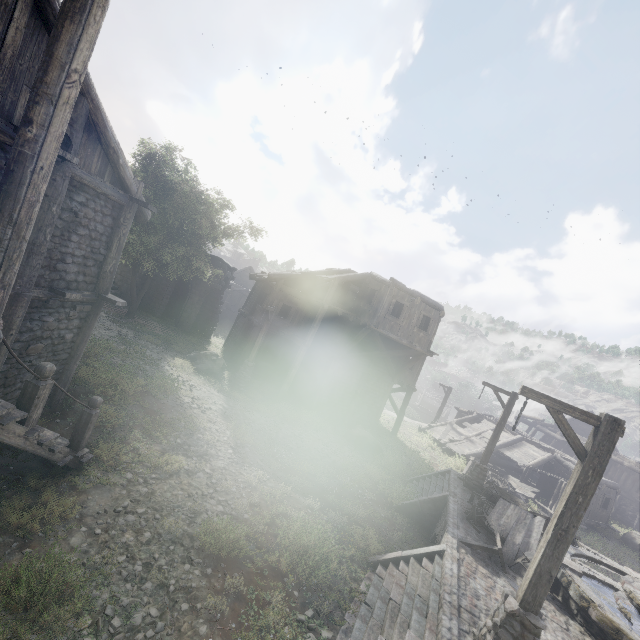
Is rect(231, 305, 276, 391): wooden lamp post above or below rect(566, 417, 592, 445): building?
below

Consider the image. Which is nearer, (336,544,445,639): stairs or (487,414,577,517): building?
(336,544,445,639): stairs

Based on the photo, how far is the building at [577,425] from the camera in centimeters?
3312cm

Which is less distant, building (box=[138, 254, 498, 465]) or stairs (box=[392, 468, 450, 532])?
stairs (box=[392, 468, 450, 532])

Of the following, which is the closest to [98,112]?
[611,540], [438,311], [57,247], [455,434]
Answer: [57,247]

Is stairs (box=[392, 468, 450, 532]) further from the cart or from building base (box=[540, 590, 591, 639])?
the cart

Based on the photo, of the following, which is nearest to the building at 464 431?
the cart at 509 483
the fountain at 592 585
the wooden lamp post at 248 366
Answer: the wooden lamp post at 248 366

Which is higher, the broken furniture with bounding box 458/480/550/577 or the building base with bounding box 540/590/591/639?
the broken furniture with bounding box 458/480/550/577
